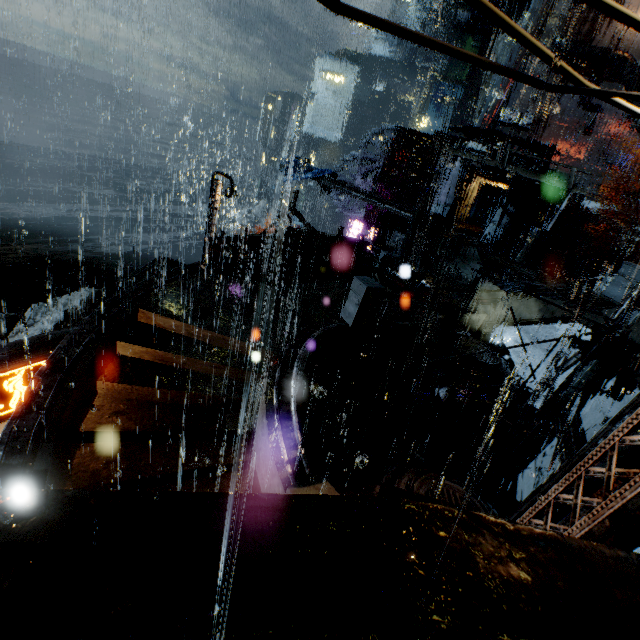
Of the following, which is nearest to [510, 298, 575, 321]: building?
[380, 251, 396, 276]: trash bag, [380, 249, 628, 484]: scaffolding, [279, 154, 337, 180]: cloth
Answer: [380, 251, 396, 276]: trash bag

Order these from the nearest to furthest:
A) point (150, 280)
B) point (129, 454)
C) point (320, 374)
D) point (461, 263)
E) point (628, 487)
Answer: point (628, 487)
point (129, 454)
point (150, 280)
point (320, 374)
point (461, 263)

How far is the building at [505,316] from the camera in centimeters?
1680cm

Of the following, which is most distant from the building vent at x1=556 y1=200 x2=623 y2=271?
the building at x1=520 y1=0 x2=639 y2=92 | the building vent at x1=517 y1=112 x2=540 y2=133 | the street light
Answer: the street light

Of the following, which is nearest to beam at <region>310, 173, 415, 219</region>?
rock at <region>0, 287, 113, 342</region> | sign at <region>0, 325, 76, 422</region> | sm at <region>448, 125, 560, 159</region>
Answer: sm at <region>448, 125, 560, 159</region>

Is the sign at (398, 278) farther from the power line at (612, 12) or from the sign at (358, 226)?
the sign at (358, 226)

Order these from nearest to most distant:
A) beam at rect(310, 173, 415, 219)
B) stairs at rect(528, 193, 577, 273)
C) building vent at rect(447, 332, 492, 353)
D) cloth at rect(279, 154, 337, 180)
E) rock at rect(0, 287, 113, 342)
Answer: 1. building vent at rect(447, 332, 492, 353)
2. beam at rect(310, 173, 415, 219)
3. cloth at rect(279, 154, 337, 180)
4. stairs at rect(528, 193, 577, 273)
5. rock at rect(0, 287, 113, 342)

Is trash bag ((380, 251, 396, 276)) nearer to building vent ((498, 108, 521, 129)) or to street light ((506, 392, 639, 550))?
street light ((506, 392, 639, 550))
